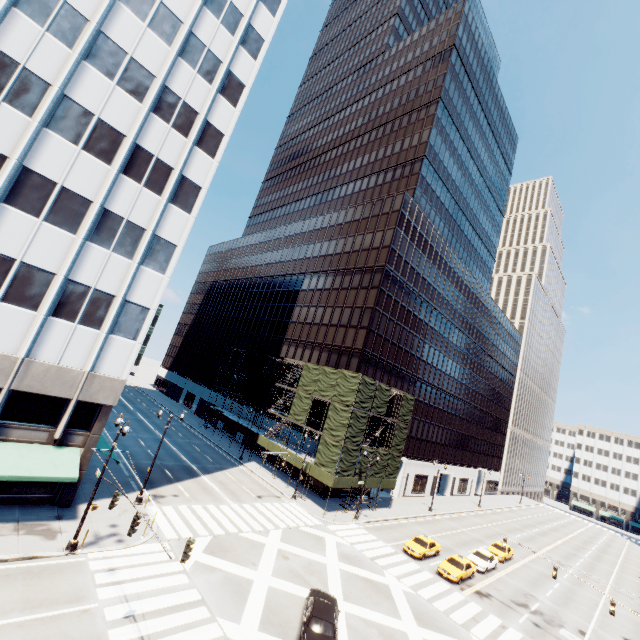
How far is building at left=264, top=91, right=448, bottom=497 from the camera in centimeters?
4719cm

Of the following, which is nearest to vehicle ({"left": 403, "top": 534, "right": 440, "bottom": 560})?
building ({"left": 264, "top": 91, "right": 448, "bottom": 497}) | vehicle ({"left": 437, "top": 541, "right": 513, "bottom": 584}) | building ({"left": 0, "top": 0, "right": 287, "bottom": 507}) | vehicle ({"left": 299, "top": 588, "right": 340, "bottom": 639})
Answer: vehicle ({"left": 437, "top": 541, "right": 513, "bottom": 584})

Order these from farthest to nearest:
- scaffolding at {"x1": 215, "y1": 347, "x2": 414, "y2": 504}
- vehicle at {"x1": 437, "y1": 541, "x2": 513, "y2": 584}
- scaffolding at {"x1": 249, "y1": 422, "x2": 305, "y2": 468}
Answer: scaffolding at {"x1": 249, "y1": 422, "x2": 305, "y2": 468}, scaffolding at {"x1": 215, "y1": 347, "x2": 414, "y2": 504}, vehicle at {"x1": 437, "y1": 541, "x2": 513, "y2": 584}

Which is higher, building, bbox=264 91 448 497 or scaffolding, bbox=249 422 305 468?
building, bbox=264 91 448 497

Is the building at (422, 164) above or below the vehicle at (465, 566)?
above

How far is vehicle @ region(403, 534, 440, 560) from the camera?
30.8 meters

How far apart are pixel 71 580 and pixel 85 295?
16.29m

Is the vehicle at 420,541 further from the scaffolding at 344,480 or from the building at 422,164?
the building at 422,164
